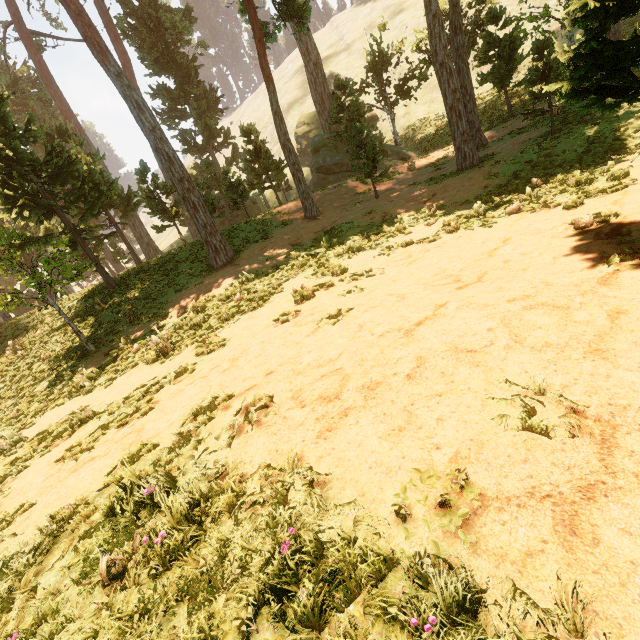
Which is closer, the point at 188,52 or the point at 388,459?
the point at 388,459
